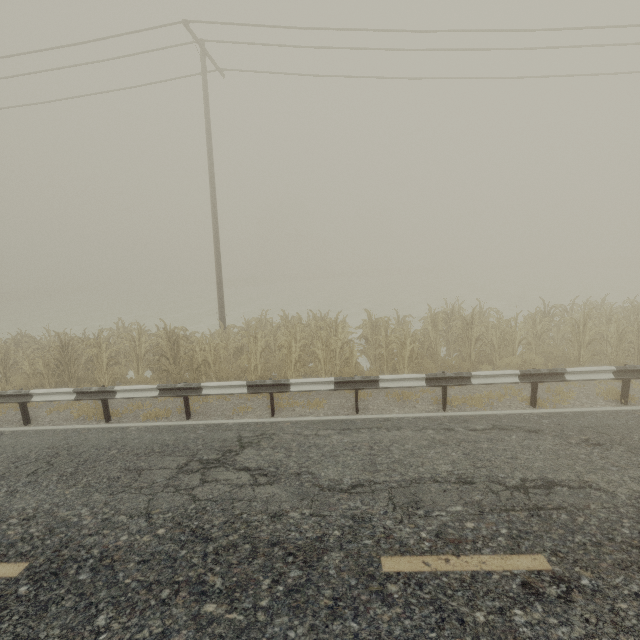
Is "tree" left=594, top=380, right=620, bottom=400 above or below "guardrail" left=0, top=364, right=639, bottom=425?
below

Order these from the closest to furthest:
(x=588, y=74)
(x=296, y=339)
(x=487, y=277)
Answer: (x=296, y=339) < (x=588, y=74) < (x=487, y=277)

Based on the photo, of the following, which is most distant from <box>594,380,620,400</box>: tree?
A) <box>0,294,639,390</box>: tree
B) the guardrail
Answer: <box>0,294,639,390</box>: tree

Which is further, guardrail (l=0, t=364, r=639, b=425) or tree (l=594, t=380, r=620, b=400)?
tree (l=594, t=380, r=620, b=400)

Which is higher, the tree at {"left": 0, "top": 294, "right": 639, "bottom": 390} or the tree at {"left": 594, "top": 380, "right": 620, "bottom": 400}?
the tree at {"left": 0, "top": 294, "right": 639, "bottom": 390}

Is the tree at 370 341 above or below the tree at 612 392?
above

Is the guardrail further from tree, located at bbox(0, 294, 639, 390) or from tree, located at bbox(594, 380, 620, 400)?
tree, located at bbox(0, 294, 639, 390)

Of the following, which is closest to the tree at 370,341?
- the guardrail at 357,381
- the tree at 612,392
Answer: the guardrail at 357,381
